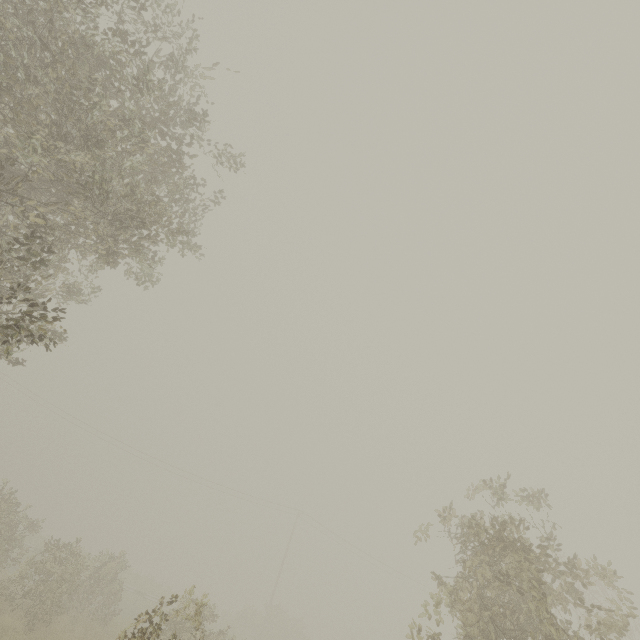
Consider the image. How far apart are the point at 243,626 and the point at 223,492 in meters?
12.3 m

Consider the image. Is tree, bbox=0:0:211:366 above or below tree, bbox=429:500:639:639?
above

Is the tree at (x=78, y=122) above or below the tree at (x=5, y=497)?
above

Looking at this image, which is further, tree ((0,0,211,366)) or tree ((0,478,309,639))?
tree ((0,478,309,639))
